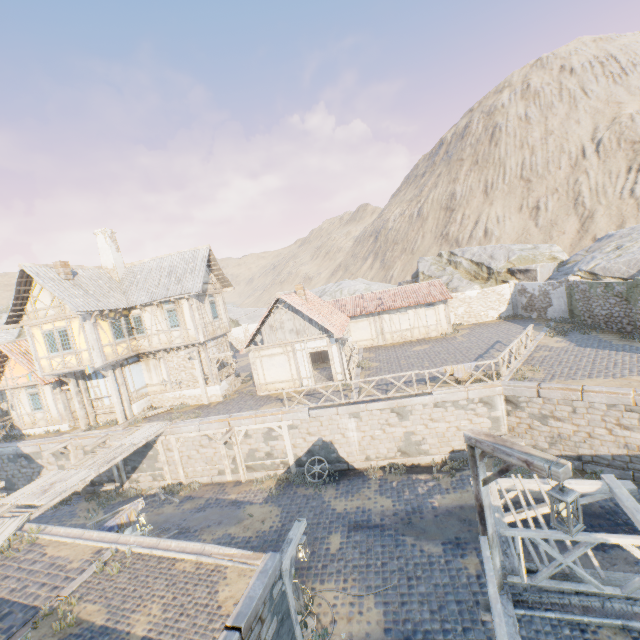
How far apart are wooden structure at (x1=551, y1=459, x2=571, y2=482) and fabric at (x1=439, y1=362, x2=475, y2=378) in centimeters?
946cm

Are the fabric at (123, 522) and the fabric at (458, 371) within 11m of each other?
no

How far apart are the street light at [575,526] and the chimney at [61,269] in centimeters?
2247cm

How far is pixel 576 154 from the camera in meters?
51.6 m

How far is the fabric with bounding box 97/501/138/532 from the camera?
10.2m

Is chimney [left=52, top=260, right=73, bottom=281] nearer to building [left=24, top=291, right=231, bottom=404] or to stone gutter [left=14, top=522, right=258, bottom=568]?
building [left=24, top=291, right=231, bottom=404]

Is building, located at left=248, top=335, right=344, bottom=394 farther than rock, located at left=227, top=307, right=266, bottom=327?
No

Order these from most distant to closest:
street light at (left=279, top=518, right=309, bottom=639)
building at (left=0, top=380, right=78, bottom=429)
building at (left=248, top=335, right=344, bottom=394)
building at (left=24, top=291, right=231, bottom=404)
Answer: building at (left=0, top=380, right=78, bottom=429), building at (left=248, top=335, right=344, bottom=394), building at (left=24, top=291, right=231, bottom=404), street light at (left=279, top=518, right=309, bottom=639)
